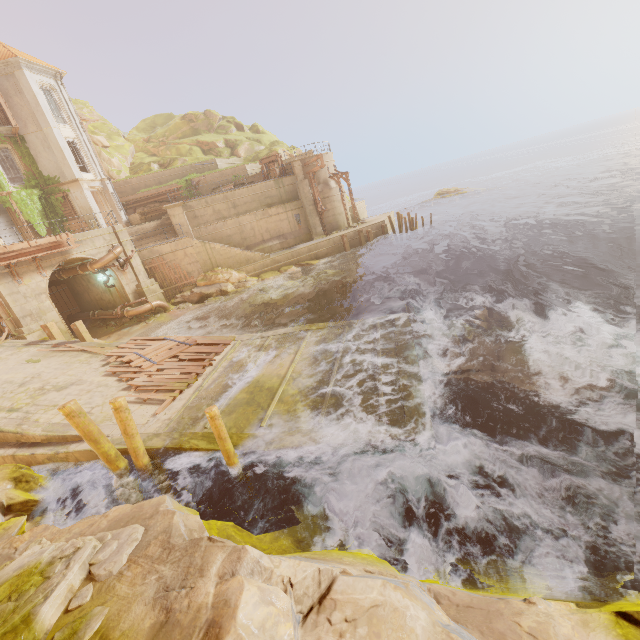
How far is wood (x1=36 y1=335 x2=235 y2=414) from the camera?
11.2m

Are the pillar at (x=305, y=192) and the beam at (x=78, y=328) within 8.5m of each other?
no

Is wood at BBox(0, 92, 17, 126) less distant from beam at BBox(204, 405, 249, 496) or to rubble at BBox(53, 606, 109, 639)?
beam at BBox(204, 405, 249, 496)

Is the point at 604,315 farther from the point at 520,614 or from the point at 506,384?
the point at 520,614

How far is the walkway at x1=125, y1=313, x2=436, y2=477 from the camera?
7.3m

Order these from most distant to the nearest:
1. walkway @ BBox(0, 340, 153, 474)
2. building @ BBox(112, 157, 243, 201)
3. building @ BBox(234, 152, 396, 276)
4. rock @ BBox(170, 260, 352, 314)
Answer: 1. building @ BBox(112, 157, 243, 201)
2. building @ BBox(234, 152, 396, 276)
3. rock @ BBox(170, 260, 352, 314)
4. walkway @ BBox(0, 340, 153, 474)

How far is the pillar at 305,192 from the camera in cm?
2881

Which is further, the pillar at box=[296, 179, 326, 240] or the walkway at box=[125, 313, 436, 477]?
the pillar at box=[296, 179, 326, 240]
